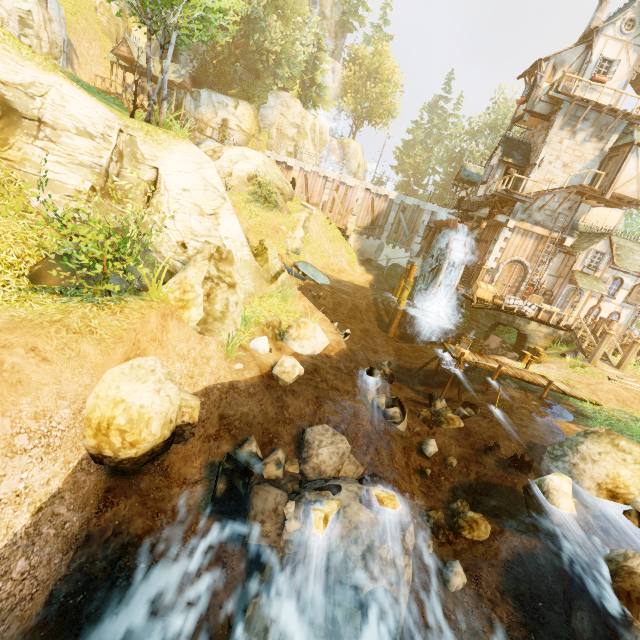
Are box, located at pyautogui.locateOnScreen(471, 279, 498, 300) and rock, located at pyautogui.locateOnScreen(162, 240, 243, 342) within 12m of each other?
no

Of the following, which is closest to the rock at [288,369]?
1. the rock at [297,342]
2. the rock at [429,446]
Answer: the rock at [297,342]

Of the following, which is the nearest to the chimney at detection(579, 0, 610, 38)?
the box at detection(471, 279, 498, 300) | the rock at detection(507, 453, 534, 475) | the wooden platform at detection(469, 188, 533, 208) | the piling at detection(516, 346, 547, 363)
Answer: the wooden platform at detection(469, 188, 533, 208)

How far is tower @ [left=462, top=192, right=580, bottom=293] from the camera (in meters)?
21.89

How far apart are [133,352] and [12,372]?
2.2 meters

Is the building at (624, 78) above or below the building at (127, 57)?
above

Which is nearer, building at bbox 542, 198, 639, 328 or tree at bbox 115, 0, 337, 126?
tree at bbox 115, 0, 337, 126

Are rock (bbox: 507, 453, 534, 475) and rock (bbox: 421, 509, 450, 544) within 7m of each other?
yes
